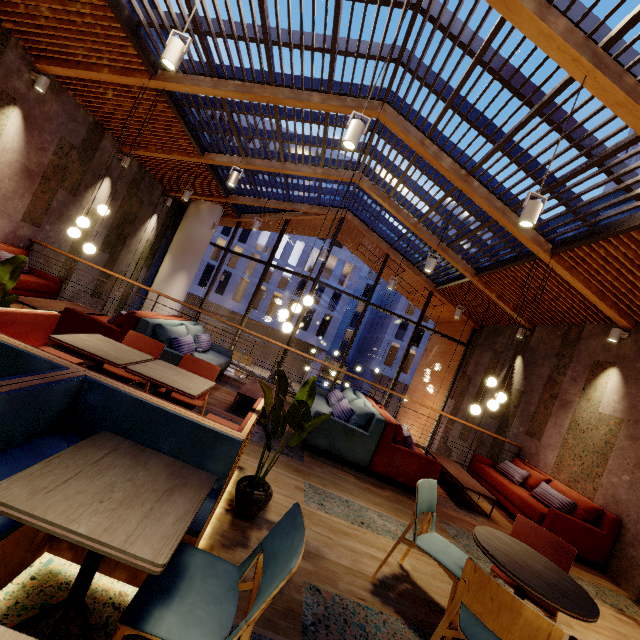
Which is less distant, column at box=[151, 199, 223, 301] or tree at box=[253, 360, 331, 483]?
tree at box=[253, 360, 331, 483]

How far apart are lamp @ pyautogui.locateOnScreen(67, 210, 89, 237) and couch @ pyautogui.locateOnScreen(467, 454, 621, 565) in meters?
8.7

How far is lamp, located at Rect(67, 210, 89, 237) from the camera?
5.5 meters

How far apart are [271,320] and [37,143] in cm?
2904

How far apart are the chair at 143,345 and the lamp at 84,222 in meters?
3.1

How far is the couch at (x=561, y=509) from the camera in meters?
4.9 m

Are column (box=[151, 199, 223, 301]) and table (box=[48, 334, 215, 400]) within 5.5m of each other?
no

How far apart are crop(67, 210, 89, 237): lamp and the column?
5.7m
